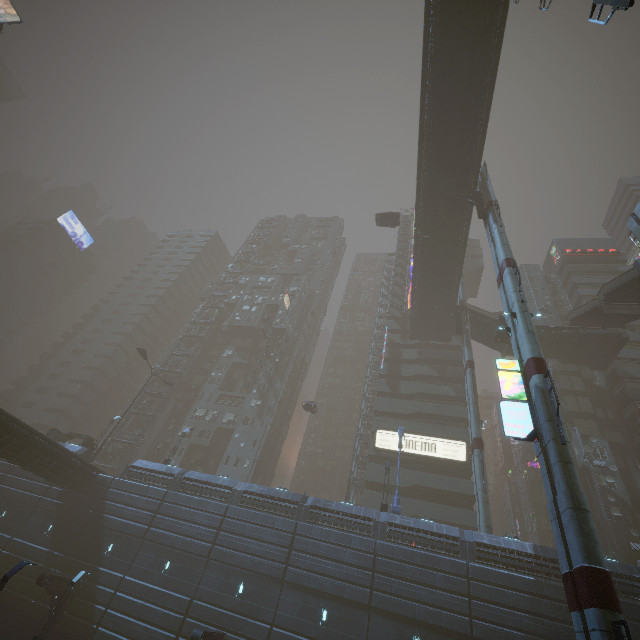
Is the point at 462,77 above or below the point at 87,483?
Result: above

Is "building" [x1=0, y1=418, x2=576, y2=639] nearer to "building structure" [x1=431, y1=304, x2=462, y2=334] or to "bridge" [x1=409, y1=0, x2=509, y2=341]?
"bridge" [x1=409, y1=0, x2=509, y2=341]

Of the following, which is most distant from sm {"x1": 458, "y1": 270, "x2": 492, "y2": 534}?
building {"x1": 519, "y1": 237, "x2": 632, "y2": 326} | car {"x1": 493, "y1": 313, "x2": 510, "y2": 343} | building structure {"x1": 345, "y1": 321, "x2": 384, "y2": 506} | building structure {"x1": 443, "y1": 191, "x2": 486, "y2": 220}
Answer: building structure {"x1": 345, "y1": 321, "x2": 384, "y2": 506}

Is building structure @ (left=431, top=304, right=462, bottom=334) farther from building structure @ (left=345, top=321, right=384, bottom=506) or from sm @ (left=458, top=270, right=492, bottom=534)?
building structure @ (left=345, top=321, right=384, bottom=506)

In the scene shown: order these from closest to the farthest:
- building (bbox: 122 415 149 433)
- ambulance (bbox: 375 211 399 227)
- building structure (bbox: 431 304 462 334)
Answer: building structure (bbox: 431 304 462 334) < ambulance (bbox: 375 211 399 227) < building (bbox: 122 415 149 433)

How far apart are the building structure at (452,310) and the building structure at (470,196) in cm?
1471

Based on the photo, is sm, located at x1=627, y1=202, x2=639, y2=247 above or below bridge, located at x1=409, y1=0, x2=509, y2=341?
below

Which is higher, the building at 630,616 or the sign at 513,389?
the sign at 513,389
